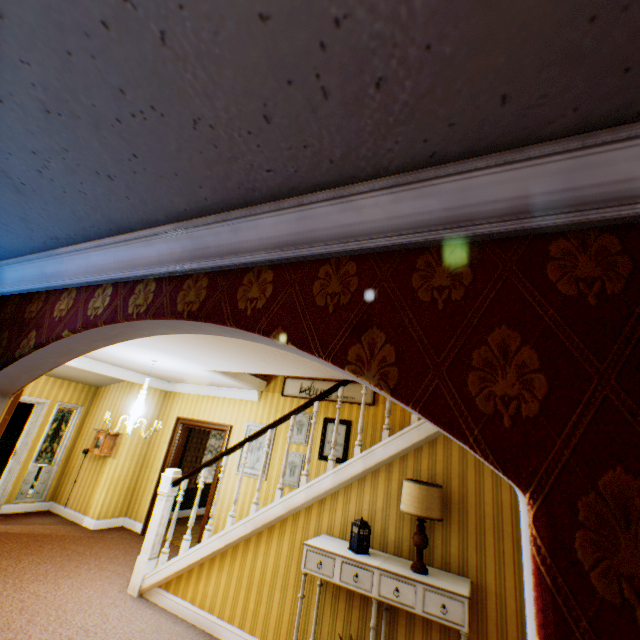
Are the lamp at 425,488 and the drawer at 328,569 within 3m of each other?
yes

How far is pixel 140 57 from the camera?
0.85m

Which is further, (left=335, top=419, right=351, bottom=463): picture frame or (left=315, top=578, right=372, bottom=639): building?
(left=335, top=419, right=351, bottom=463): picture frame

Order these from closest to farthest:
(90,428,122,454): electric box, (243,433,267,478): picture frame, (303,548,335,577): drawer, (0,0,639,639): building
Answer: (0,0,639,639): building → (303,548,335,577): drawer → (243,433,267,478): picture frame → (90,428,122,454): electric box

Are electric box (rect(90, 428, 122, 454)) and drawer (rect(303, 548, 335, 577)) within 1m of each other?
no

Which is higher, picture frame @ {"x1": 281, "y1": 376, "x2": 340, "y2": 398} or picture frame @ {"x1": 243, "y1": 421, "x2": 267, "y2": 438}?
picture frame @ {"x1": 281, "y1": 376, "x2": 340, "y2": 398}

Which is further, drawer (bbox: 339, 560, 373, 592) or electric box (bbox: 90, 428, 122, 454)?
electric box (bbox: 90, 428, 122, 454)

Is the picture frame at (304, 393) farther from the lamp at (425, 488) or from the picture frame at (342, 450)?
the lamp at (425, 488)
